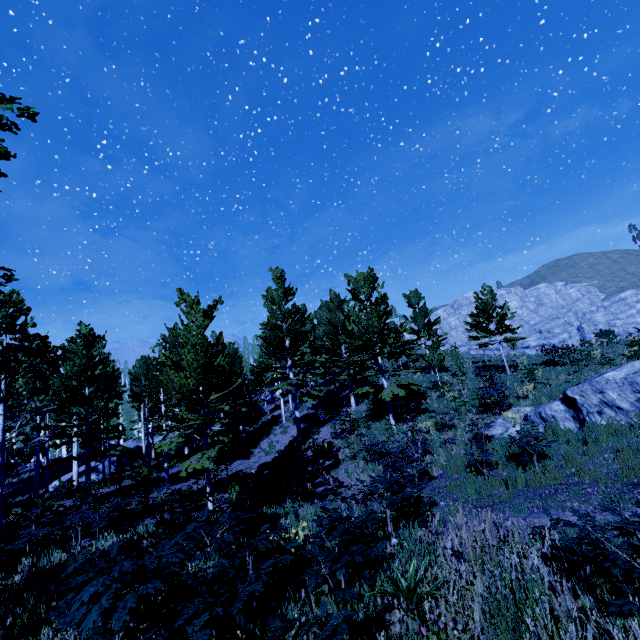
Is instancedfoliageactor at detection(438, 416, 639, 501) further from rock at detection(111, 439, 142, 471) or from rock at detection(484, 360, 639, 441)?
rock at detection(484, 360, 639, 441)

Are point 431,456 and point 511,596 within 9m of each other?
yes

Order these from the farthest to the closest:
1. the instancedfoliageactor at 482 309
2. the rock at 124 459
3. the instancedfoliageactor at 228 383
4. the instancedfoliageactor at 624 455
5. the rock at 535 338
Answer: the rock at 535 338
the rock at 124 459
the instancedfoliageactor at 482 309
the instancedfoliageactor at 624 455
the instancedfoliageactor at 228 383

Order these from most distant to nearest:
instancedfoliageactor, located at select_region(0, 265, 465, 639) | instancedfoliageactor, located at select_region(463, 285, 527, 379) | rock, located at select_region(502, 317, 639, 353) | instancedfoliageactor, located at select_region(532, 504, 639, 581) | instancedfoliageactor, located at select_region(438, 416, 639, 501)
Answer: rock, located at select_region(502, 317, 639, 353) < instancedfoliageactor, located at select_region(463, 285, 527, 379) < instancedfoliageactor, located at select_region(438, 416, 639, 501) < instancedfoliageactor, located at select_region(0, 265, 465, 639) < instancedfoliageactor, located at select_region(532, 504, 639, 581)

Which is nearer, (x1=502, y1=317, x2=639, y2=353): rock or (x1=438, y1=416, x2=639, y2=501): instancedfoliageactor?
(x1=438, y1=416, x2=639, y2=501): instancedfoliageactor

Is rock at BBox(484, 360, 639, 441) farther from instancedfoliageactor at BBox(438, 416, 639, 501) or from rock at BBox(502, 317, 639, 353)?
rock at BBox(502, 317, 639, 353)

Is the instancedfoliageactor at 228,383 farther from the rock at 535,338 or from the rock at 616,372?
the rock at 535,338
